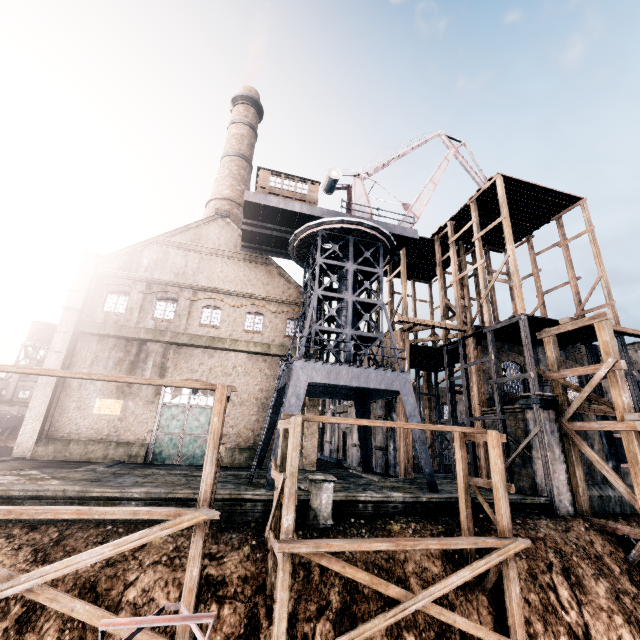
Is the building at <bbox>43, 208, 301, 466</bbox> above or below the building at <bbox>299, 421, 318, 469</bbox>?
above

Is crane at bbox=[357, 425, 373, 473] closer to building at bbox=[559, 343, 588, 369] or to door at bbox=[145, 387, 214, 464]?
building at bbox=[559, 343, 588, 369]

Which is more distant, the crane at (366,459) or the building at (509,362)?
the building at (509,362)

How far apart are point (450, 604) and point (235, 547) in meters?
8.3 m

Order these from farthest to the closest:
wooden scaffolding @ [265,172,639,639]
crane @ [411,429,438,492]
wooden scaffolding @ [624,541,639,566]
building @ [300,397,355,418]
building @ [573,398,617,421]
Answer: building @ [300,397,355,418], building @ [573,398,617,421], crane @ [411,429,438,492], wooden scaffolding @ [624,541,639,566], wooden scaffolding @ [265,172,639,639]

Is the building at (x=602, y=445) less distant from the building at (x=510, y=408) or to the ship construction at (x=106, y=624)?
the building at (x=510, y=408)

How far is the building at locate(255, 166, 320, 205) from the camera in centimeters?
2327cm

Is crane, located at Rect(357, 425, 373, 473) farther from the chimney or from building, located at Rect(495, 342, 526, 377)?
the chimney
